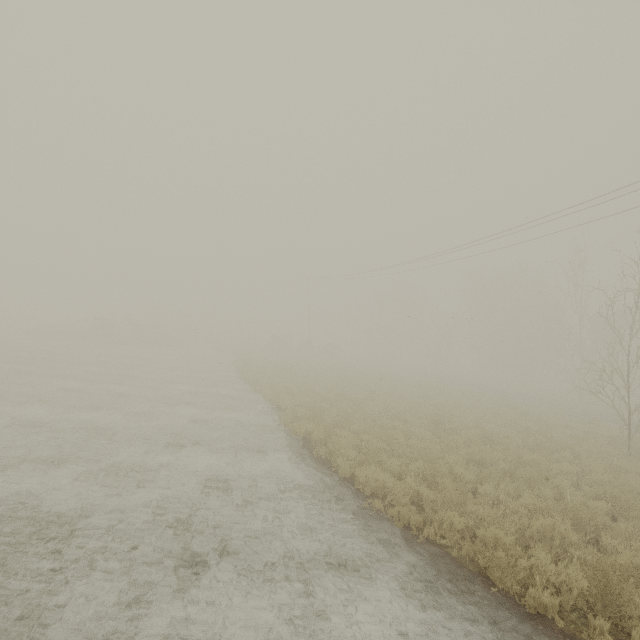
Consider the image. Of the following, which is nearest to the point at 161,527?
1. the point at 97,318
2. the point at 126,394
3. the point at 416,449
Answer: the point at 416,449
